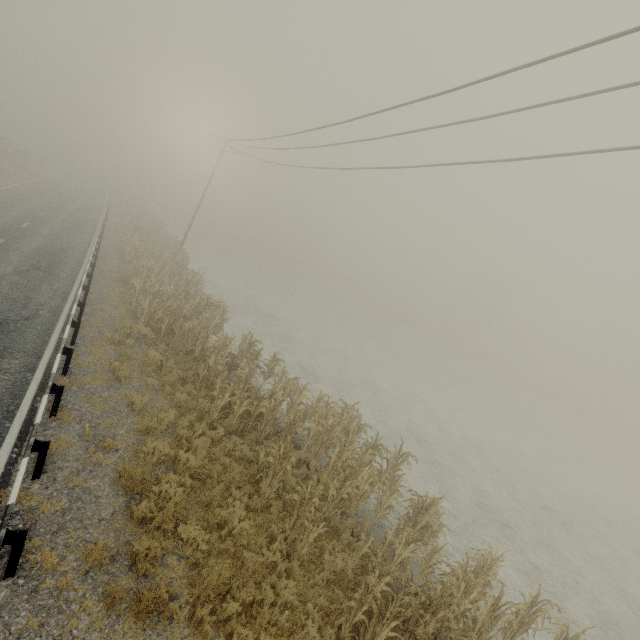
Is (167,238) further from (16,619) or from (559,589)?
(559,589)

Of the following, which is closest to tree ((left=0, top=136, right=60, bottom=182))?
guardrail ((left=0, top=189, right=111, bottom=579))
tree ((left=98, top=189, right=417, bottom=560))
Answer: guardrail ((left=0, top=189, right=111, bottom=579))

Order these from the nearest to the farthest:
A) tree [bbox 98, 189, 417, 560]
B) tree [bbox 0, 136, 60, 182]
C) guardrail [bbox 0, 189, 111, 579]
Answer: guardrail [bbox 0, 189, 111, 579]
tree [bbox 98, 189, 417, 560]
tree [bbox 0, 136, 60, 182]

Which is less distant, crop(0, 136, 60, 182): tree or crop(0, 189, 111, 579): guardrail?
crop(0, 189, 111, 579): guardrail

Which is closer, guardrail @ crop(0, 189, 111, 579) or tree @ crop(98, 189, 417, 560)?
guardrail @ crop(0, 189, 111, 579)

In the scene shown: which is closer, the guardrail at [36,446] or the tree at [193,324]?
the guardrail at [36,446]

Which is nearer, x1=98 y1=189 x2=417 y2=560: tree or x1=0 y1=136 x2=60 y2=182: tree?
x1=98 y1=189 x2=417 y2=560: tree

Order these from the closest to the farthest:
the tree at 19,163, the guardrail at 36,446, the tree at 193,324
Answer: the guardrail at 36,446 → the tree at 193,324 → the tree at 19,163
